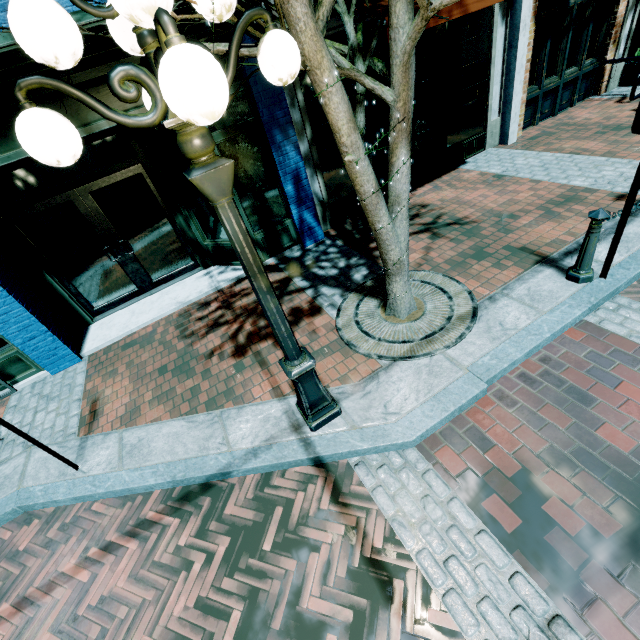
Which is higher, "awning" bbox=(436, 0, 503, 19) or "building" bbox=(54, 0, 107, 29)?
"building" bbox=(54, 0, 107, 29)

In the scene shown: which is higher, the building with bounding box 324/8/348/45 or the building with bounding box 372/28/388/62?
the building with bounding box 324/8/348/45

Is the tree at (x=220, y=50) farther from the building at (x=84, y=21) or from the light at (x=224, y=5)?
the building at (x=84, y=21)

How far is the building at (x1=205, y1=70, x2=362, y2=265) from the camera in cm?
509

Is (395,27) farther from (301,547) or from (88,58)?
(301,547)

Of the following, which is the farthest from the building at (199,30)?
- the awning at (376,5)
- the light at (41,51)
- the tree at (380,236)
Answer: the light at (41,51)

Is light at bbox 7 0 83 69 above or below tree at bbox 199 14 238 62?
above

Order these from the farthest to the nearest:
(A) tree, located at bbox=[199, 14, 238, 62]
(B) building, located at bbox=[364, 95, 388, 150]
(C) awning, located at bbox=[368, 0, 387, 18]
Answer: (B) building, located at bbox=[364, 95, 388, 150]
(C) awning, located at bbox=[368, 0, 387, 18]
(A) tree, located at bbox=[199, 14, 238, 62]
